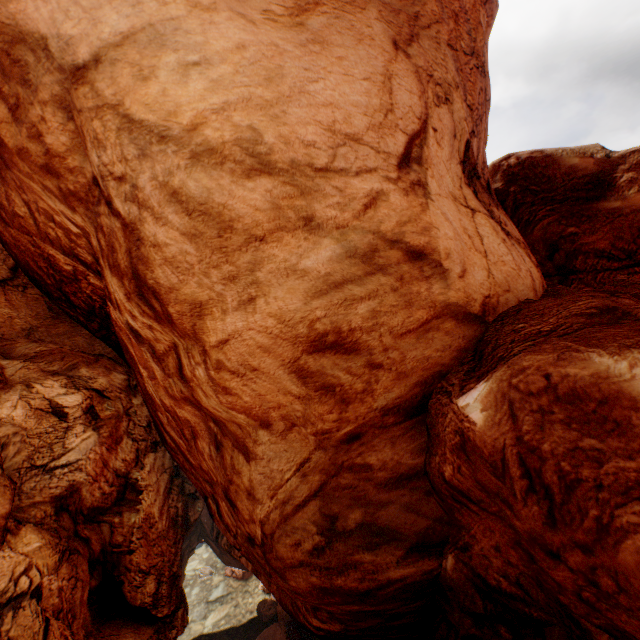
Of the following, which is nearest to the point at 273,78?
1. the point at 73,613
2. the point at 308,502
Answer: the point at 308,502
